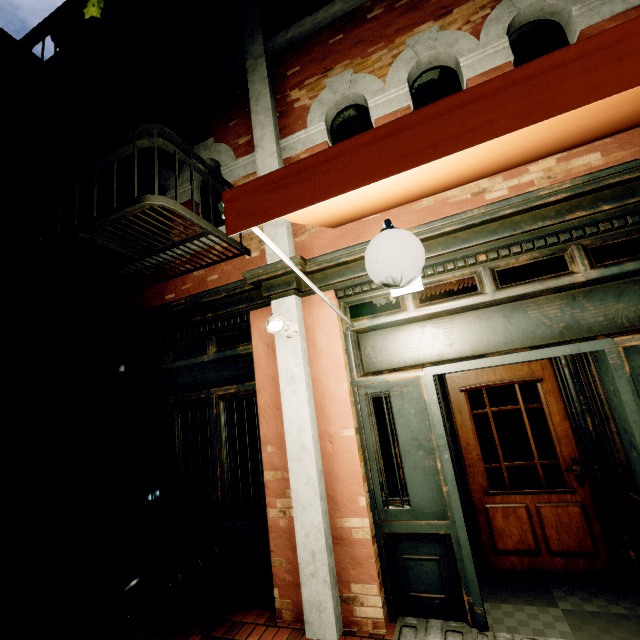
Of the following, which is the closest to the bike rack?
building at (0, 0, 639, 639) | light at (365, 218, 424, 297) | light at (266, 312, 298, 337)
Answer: building at (0, 0, 639, 639)

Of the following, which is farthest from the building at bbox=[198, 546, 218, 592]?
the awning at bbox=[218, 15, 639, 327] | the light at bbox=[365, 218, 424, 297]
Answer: the light at bbox=[365, 218, 424, 297]

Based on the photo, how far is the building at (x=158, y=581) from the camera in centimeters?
379cm

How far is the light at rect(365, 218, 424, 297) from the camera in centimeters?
154cm

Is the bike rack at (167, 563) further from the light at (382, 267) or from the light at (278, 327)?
the light at (382, 267)

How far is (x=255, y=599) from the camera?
3.4m

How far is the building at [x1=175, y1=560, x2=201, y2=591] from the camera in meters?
3.6 m
